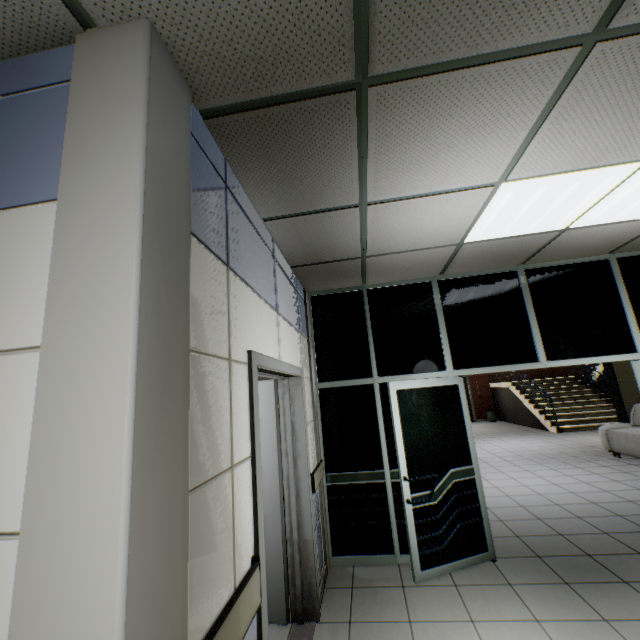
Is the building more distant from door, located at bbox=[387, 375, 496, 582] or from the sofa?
door, located at bbox=[387, 375, 496, 582]

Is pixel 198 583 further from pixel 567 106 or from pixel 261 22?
pixel 567 106

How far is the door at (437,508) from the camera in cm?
332

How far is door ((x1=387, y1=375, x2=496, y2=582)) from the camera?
3.3m

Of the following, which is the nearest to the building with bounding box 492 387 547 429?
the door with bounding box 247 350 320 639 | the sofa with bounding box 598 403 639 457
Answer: the sofa with bounding box 598 403 639 457

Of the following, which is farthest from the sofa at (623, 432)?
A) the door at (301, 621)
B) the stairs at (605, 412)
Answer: the door at (301, 621)

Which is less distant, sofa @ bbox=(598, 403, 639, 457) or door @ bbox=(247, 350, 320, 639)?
door @ bbox=(247, 350, 320, 639)

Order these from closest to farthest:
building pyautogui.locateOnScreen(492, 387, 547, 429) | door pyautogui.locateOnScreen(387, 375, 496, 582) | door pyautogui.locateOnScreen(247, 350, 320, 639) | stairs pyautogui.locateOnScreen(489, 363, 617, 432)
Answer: door pyautogui.locateOnScreen(247, 350, 320, 639) → door pyautogui.locateOnScreen(387, 375, 496, 582) → stairs pyautogui.locateOnScreen(489, 363, 617, 432) → building pyautogui.locateOnScreen(492, 387, 547, 429)
